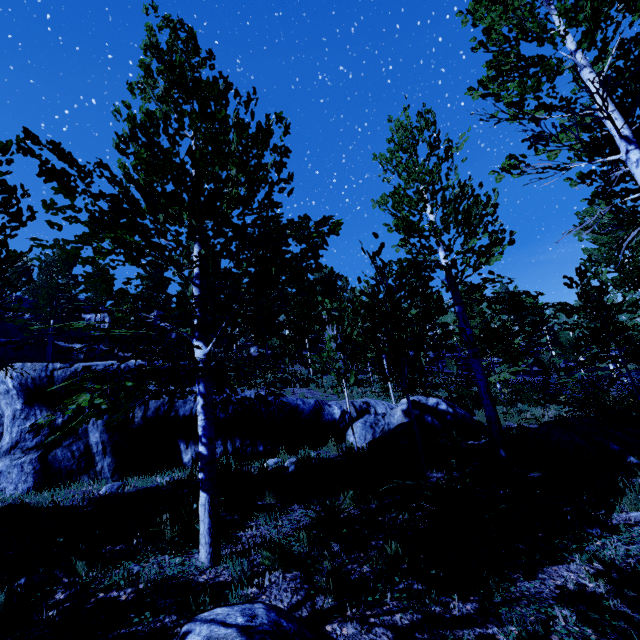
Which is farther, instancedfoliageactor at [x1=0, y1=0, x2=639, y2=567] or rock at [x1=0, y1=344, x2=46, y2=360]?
rock at [x1=0, y1=344, x2=46, y2=360]

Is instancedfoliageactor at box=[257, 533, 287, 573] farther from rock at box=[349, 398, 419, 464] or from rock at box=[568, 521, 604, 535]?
rock at box=[568, 521, 604, 535]

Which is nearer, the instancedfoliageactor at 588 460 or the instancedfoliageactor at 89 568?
the instancedfoliageactor at 89 568

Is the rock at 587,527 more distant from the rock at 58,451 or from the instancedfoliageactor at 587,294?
the rock at 58,451

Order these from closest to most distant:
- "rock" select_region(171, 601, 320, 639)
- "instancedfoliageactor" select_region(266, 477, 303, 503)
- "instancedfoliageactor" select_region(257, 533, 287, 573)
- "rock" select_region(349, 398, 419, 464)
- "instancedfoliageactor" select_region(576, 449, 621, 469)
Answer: "rock" select_region(171, 601, 320, 639) → "instancedfoliageactor" select_region(257, 533, 287, 573) → "instancedfoliageactor" select_region(266, 477, 303, 503) → "instancedfoliageactor" select_region(576, 449, 621, 469) → "rock" select_region(349, 398, 419, 464)

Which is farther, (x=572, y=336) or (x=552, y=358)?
(x=552, y=358)

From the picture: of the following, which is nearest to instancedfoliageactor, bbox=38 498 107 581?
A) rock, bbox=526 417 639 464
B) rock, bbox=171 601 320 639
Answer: rock, bbox=526 417 639 464

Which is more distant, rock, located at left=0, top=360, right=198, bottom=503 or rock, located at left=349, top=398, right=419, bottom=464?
rock, located at left=349, top=398, right=419, bottom=464
